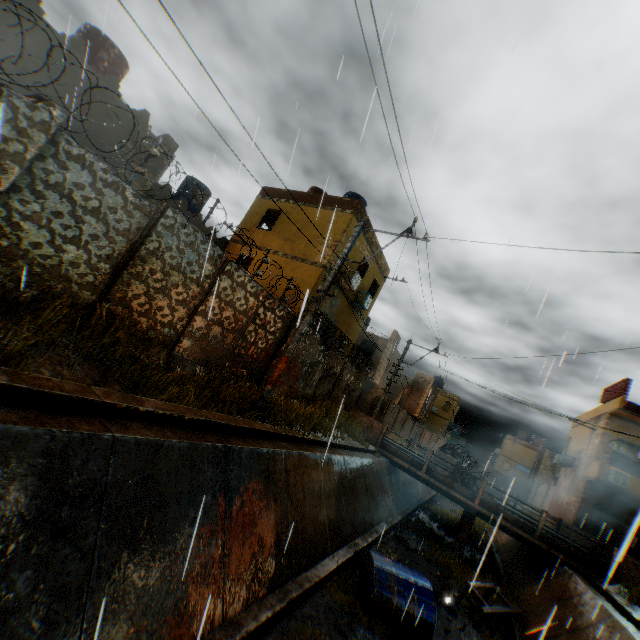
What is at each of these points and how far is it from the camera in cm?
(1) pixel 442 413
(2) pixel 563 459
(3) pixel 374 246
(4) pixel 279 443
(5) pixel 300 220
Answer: (1) building, 4909
(2) air conditioner, 2578
(3) building, 1875
(4) concrete channel, 810
(5) building, 1716

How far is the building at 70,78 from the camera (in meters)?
8.27

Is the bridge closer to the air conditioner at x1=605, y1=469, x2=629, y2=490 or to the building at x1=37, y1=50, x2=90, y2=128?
the building at x1=37, y1=50, x2=90, y2=128

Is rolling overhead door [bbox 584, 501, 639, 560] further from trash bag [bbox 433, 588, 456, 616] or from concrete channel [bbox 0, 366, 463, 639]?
trash bag [bbox 433, 588, 456, 616]

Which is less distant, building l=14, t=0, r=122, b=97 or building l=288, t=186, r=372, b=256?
building l=14, t=0, r=122, b=97

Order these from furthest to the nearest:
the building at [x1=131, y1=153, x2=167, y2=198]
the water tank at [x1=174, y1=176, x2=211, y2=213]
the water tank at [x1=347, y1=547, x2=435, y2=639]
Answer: the water tank at [x1=174, y1=176, x2=211, y2=213] < the building at [x1=131, y1=153, x2=167, y2=198] < the water tank at [x1=347, y1=547, x2=435, y2=639]

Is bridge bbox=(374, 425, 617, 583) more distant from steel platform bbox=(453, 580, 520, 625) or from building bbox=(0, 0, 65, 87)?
steel platform bbox=(453, 580, 520, 625)
